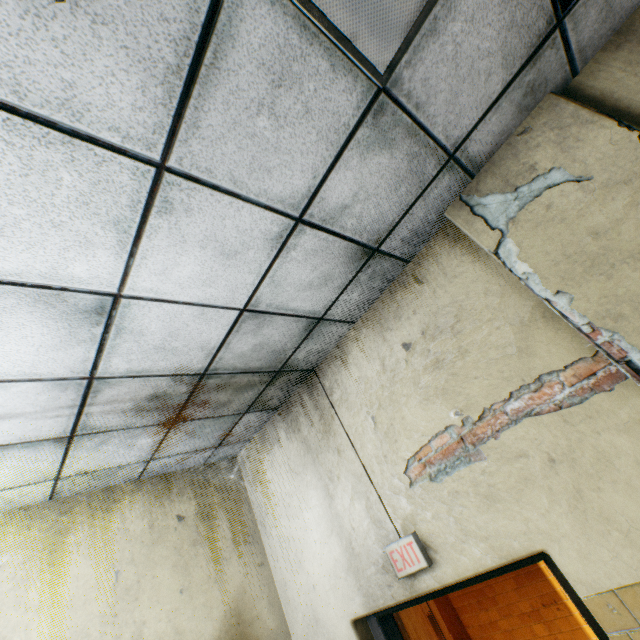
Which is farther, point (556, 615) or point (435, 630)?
point (435, 630)

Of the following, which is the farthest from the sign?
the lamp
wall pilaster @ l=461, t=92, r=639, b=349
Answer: the lamp

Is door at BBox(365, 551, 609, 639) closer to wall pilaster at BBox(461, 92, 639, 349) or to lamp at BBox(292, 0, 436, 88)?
wall pilaster at BBox(461, 92, 639, 349)

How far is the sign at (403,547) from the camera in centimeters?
210cm

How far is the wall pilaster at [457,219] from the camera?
1.90m

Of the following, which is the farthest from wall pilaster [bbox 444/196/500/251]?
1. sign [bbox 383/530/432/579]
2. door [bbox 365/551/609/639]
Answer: sign [bbox 383/530/432/579]

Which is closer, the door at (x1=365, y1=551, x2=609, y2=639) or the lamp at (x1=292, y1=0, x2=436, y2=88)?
the lamp at (x1=292, y1=0, x2=436, y2=88)
